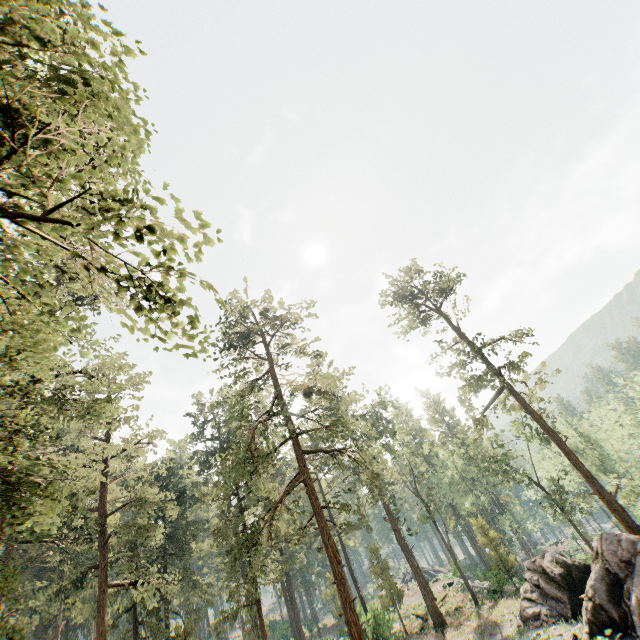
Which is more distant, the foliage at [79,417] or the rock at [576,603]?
the rock at [576,603]

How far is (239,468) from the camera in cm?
1877

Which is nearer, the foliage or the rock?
the foliage

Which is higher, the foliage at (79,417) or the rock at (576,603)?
the foliage at (79,417)

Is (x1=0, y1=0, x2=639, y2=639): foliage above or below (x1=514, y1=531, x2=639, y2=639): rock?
above
